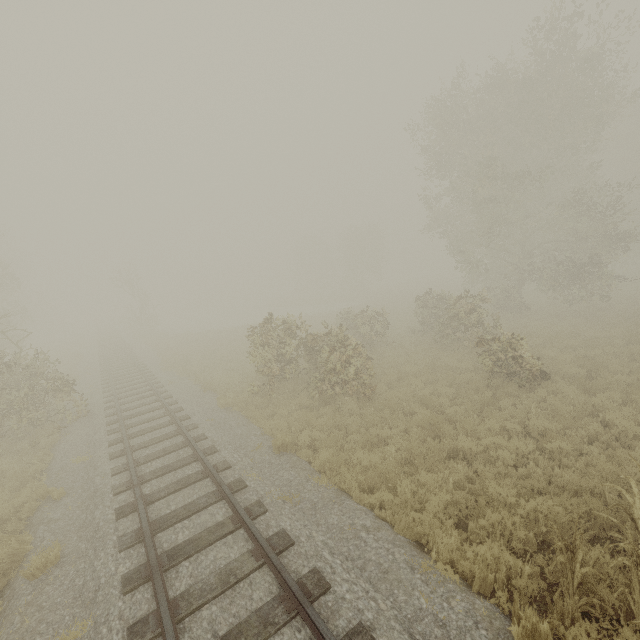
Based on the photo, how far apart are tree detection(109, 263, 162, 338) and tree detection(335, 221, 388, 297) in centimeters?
3132cm

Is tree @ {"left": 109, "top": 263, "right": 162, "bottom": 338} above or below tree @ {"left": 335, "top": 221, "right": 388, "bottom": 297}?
below

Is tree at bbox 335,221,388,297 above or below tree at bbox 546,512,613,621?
above

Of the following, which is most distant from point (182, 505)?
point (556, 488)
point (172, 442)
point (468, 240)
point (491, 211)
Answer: point (468, 240)

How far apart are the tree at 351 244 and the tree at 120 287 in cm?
3132

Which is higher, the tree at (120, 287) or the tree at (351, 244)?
the tree at (351, 244)

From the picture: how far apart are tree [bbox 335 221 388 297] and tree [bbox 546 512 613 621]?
47.3m

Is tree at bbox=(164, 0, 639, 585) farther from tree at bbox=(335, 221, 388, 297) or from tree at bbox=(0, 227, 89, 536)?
tree at bbox=(335, 221, 388, 297)
